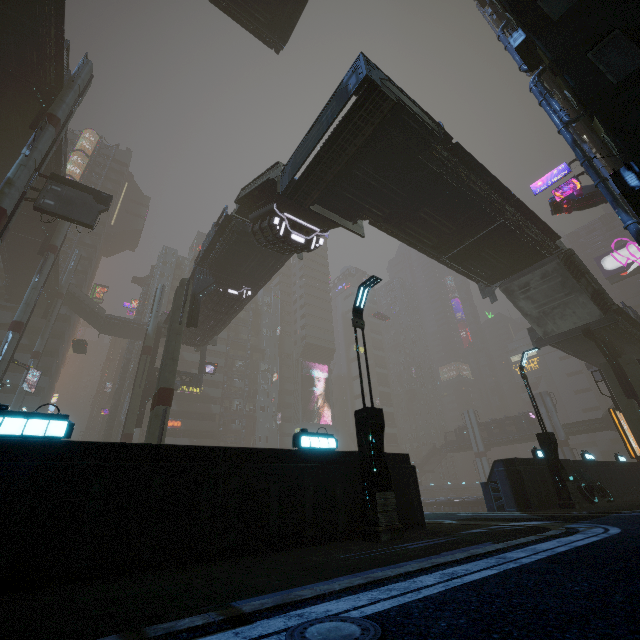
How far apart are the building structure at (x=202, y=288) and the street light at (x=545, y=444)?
20.76m

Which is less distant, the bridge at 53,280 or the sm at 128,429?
the sm at 128,429

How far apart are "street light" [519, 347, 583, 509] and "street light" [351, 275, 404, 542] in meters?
10.2

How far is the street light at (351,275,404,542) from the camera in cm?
736

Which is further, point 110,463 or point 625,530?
point 625,530

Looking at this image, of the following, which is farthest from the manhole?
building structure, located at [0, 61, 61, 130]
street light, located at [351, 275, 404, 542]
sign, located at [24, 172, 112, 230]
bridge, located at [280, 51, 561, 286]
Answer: building structure, located at [0, 61, 61, 130]

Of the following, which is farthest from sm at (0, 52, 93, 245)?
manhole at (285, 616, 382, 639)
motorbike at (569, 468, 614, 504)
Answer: motorbike at (569, 468, 614, 504)

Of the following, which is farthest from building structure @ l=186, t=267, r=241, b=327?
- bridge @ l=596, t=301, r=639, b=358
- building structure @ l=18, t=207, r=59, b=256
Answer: bridge @ l=596, t=301, r=639, b=358
